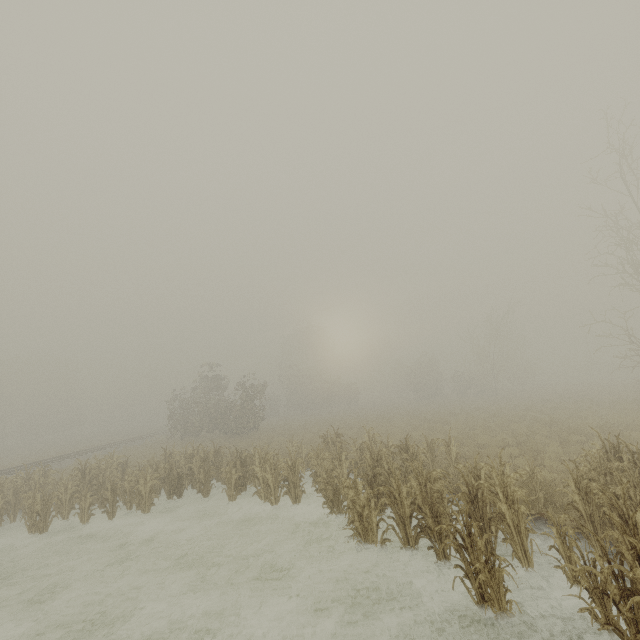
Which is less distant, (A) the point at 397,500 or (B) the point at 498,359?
(A) the point at 397,500

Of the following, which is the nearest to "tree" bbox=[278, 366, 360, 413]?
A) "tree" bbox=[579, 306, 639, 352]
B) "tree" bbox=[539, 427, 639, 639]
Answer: "tree" bbox=[579, 306, 639, 352]

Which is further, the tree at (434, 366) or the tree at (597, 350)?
the tree at (434, 366)

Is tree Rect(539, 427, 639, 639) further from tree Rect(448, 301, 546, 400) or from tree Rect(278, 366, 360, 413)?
tree Rect(278, 366, 360, 413)

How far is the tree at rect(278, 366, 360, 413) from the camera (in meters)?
46.56

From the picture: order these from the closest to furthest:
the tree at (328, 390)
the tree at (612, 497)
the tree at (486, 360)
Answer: the tree at (612, 497), the tree at (486, 360), the tree at (328, 390)

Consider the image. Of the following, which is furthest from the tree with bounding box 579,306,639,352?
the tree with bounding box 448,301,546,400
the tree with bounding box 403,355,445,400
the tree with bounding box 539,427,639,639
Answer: the tree with bounding box 403,355,445,400
